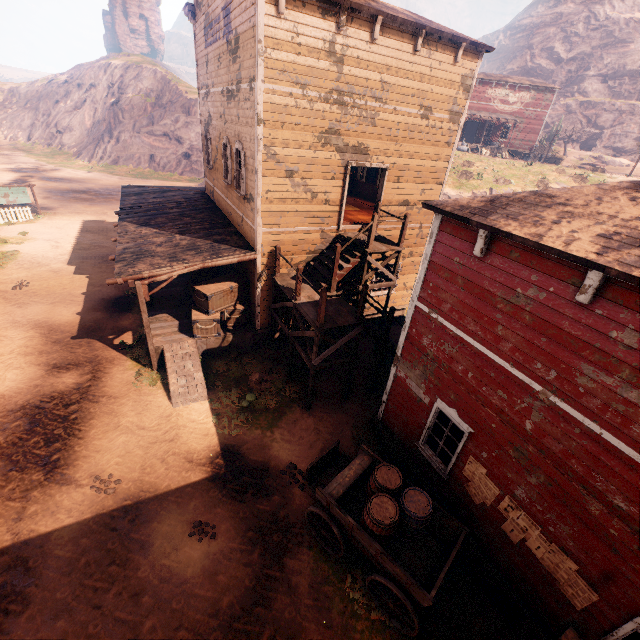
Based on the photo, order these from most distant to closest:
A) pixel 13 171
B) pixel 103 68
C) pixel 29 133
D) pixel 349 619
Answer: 1. pixel 103 68
2. pixel 29 133
3. pixel 13 171
4. pixel 349 619

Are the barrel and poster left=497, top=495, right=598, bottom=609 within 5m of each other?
yes

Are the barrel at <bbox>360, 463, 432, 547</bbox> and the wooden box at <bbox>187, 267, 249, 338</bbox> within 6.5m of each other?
no

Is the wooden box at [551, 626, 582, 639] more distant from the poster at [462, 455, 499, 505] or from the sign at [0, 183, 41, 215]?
the sign at [0, 183, 41, 215]

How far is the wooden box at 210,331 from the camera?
11.66m

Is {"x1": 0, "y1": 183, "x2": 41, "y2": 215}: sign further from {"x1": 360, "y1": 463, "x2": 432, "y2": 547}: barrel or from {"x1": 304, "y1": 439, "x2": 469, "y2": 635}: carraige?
Result: {"x1": 360, "y1": 463, "x2": 432, "y2": 547}: barrel

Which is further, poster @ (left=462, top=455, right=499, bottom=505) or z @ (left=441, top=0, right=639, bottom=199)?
z @ (left=441, top=0, right=639, bottom=199)

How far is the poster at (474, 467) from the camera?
6.3 meters
